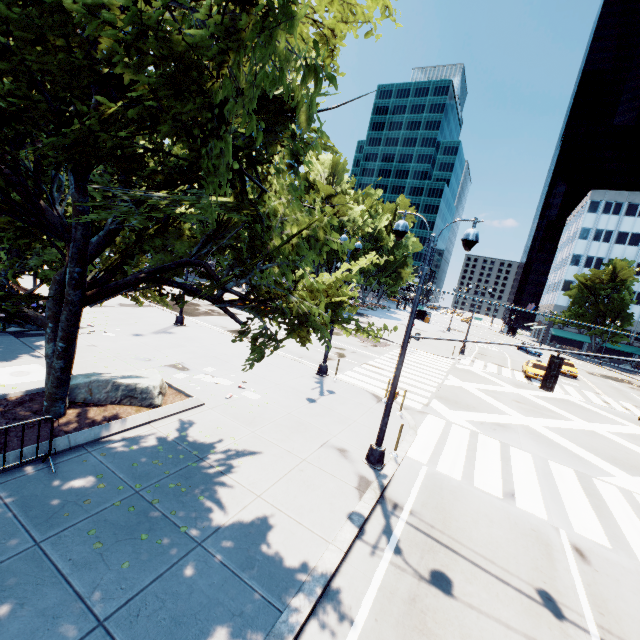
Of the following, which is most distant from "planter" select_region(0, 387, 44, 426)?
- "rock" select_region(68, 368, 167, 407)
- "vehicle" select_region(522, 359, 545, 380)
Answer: "vehicle" select_region(522, 359, 545, 380)

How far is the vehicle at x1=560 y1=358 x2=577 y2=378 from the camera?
33.9m

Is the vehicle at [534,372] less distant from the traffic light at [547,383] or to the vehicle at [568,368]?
the vehicle at [568,368]

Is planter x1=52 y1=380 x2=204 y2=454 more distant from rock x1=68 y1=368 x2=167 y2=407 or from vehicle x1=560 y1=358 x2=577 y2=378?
vehicle x1=560 y1=358 x2=577 y2=378

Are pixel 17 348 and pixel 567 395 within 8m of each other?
no

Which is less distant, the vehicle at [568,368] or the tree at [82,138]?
the tree at [82,138]

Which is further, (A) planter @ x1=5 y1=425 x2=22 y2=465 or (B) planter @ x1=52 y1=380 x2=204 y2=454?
(B) planter @ x1=52 y1=380 x2=204 y2=454

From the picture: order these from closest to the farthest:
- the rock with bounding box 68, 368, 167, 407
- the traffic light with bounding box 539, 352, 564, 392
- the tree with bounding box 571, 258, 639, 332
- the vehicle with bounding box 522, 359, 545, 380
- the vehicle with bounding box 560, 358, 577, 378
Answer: the traffic light with bounding box 539, 352, 564, 392 < the rock with bounding box 68, 368, 167, 407 < the vehicle with bounding box 522, 359, 545, 380 < the vehicle with bounding box 560, 358, 577, 378 < the tree with bounding box 571, 258, 639, 332
